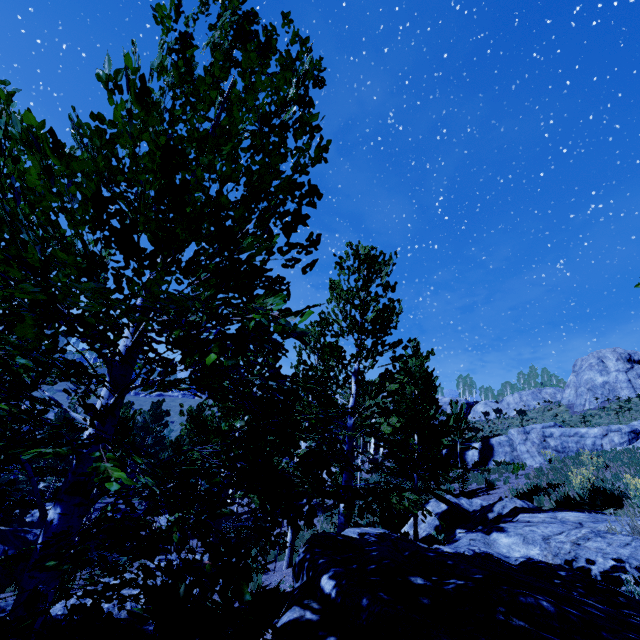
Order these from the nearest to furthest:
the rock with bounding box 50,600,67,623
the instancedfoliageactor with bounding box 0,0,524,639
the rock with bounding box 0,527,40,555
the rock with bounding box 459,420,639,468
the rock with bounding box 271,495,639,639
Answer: the instancedfoliageactor with bounding box 0,0,524,639 < the rock with bounding box 271,495,639,639 < the rock with bounding box 50,600,67,623 < the rock with bounding box 0,527,40,555 < the rock with bounding box 459,420,639,468

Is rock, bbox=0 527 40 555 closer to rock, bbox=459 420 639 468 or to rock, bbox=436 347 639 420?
rock, bbox=459 420 639 468

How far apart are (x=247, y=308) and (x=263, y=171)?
1.49m

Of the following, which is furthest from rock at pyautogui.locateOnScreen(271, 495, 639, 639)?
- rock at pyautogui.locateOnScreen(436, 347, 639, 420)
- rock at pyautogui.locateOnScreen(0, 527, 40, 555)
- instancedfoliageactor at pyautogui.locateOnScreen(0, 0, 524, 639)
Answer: rock at pyautogui.locateOnScreen(436, 347, 639, 420)

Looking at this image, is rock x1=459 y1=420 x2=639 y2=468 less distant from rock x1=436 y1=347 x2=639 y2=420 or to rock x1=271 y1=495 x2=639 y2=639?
rock x1=271 y1=495 x2=639 y2=639

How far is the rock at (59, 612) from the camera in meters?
8.7 m

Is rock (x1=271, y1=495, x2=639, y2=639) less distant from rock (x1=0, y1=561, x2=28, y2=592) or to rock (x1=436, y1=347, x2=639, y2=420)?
rock (x1=0, y1=561, x2=28, y2=592)

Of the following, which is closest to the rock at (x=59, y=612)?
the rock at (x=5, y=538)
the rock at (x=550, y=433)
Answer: the rock at (x=5, y=538)
